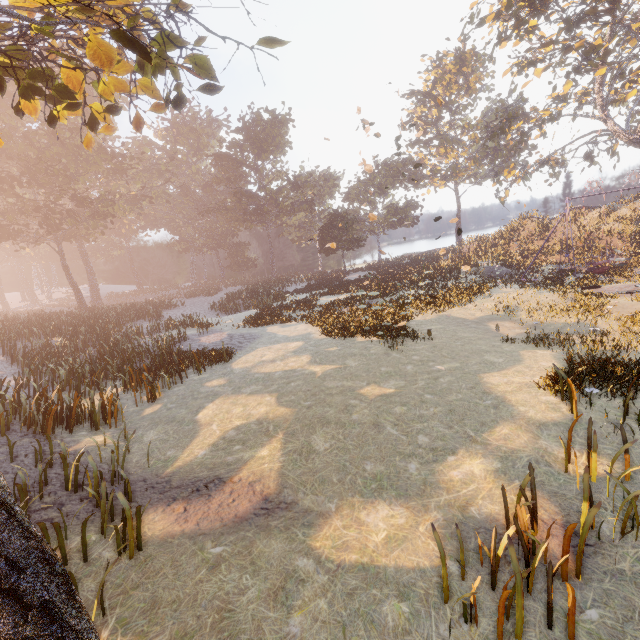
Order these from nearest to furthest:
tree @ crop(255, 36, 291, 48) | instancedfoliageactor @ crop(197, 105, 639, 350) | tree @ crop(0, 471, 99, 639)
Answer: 1. tree @ crop(0, 471, 99, 639)
2. tree @ crop(255, 36, 291, 48)
3. instancedfoliageactor @ crop(197, 105, 639, 350)

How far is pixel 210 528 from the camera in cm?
553

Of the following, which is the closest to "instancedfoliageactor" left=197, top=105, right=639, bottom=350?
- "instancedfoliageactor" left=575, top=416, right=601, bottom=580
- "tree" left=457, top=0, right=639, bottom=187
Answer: "instancedfoliageactor" left=575, top=416, right=601, bottom=580

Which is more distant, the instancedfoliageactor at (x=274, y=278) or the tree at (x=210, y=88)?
the instancedfoliageactor at (x=274, y=278)

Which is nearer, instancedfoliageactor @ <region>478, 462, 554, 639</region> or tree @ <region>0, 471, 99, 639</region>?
tree @ <region>0, 471, 99, 639</region>

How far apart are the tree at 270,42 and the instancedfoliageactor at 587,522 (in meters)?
9.99

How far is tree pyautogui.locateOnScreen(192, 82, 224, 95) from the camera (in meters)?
7.46

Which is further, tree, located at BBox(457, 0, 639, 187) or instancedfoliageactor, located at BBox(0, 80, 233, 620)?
tree, located at BBox(457, 0, 639, 187)
